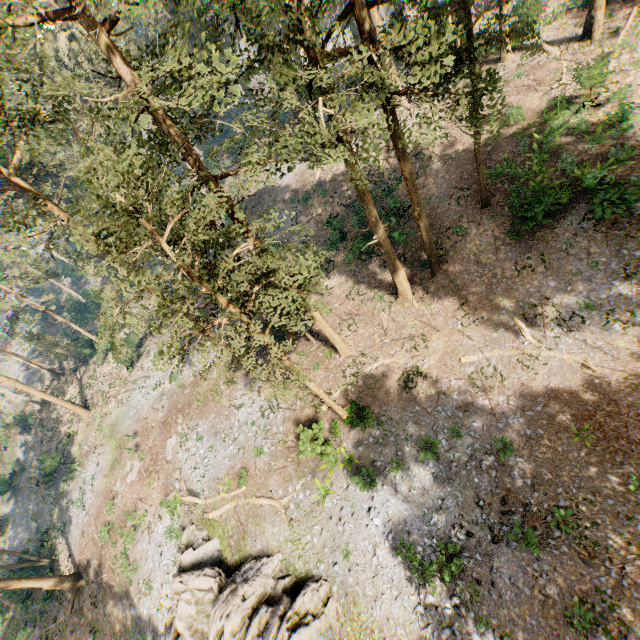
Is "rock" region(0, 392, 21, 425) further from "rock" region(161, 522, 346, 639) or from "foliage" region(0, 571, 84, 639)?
"rock" region(161, 522, 346, 639)

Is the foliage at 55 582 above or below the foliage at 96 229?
below

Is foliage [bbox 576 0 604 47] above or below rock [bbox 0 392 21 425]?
above

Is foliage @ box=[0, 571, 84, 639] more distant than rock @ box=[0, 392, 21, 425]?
No

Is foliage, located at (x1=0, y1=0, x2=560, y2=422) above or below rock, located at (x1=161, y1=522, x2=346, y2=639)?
above

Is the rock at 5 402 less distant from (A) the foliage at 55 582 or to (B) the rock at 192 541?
(A) the foliage at 55 582

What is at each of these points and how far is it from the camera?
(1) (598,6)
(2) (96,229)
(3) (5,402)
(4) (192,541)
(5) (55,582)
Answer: (1) foliage, 23.39m
(2) foliage, 20.03m
(3) rock, 47.53m
(4) rock, 21.95m
(5) foliage, 26.59m
